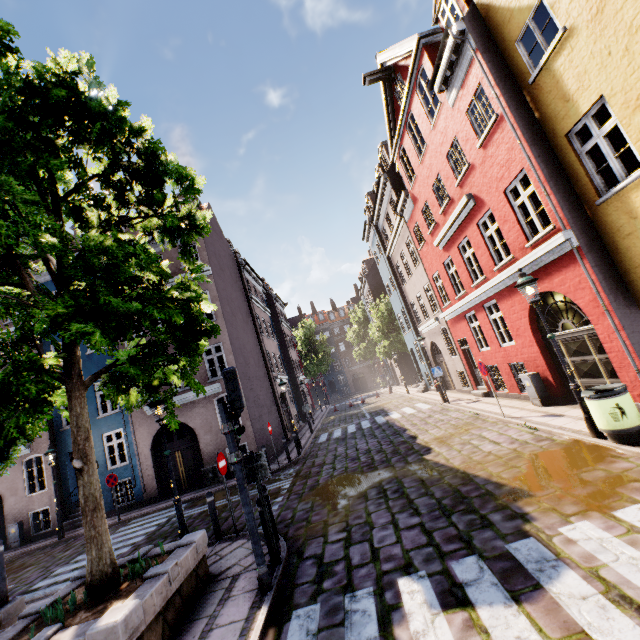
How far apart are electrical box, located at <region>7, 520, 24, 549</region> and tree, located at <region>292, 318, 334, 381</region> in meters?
35.6

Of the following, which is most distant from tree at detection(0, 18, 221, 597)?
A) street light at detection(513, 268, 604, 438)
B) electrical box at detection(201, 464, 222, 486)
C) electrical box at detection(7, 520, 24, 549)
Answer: electrical box at detection(201, 464, 222, 486)

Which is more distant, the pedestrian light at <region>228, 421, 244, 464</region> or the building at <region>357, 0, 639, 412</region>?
the building at <region>357, 0, 639, 412</region>

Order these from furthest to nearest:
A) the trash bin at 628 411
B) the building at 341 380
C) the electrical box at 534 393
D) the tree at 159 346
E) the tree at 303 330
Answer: the building at 341 380
the tree at 303 330
the electrical box at 534 393
the trash bin at 628 411
the tree at 159 346

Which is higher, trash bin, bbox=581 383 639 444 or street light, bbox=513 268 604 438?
street light, bbox=513 268 604 438

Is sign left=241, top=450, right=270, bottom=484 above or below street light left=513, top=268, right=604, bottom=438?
below

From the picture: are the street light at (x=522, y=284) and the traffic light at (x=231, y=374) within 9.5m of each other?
yes

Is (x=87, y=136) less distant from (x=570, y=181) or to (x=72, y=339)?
(x=72, y=339)
